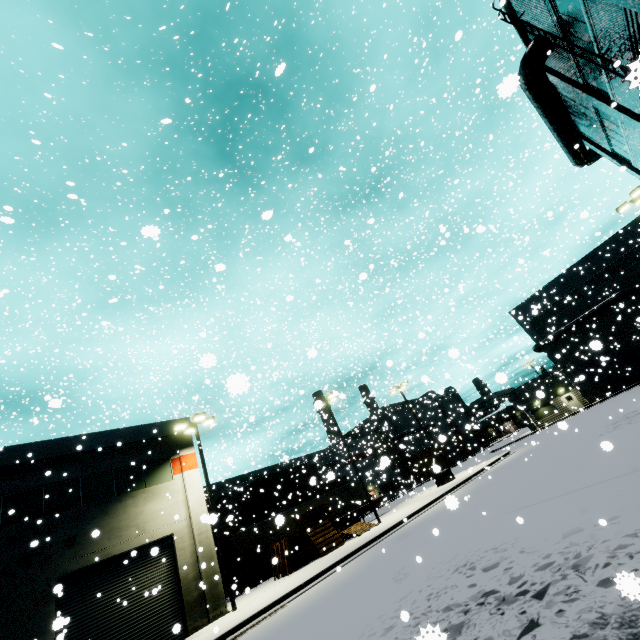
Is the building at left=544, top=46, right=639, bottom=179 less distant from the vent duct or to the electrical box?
the vent duct

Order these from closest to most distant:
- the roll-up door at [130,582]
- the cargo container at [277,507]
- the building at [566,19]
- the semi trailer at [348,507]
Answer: the building at [566,19] → the roll-up door at [130,582] → the semi trailer at [348,507] → the cargo container at [277,507]

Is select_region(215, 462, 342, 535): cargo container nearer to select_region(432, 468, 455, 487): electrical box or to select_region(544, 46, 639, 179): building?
select_region(544, 46, 639, 179): building

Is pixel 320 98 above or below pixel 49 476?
above

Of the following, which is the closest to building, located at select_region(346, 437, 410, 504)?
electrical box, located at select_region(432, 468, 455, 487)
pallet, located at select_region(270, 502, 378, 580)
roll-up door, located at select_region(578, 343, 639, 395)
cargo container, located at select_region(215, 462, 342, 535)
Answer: roll-up door, located at select_region(578, 343, 639, 395)

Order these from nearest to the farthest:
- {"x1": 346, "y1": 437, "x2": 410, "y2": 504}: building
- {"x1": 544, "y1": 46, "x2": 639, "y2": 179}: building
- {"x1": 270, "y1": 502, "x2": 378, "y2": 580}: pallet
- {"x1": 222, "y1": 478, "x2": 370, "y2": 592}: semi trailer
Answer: {"x1": 544, "y1": 46, "x2": 639, "y2": 179}: building, {"x1": 270, "y1": 502, "x2": 378, "y2": 580}: pallet, {"x1": 222, "y1": 478, "x2": 370, "y2": 592}: semi trailer, {"x1": 346, "y1": 437, "x2": 410, "y2": 504}: building

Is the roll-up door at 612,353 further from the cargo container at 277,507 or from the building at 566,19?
the cargo container at 277,507
